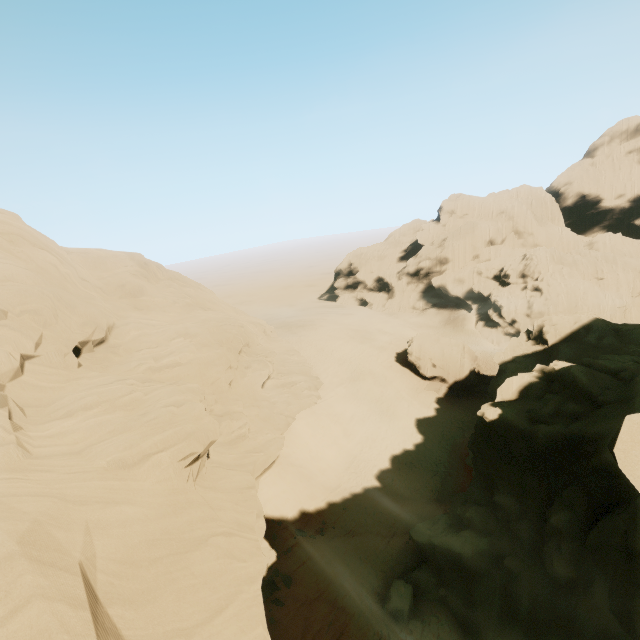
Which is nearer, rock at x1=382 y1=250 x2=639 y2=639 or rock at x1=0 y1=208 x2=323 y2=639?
rock at x1=0 y1=208 x2=323 y2=639

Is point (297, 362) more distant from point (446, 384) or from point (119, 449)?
point (119, 449)

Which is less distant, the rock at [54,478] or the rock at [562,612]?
the rock at [54,478]
